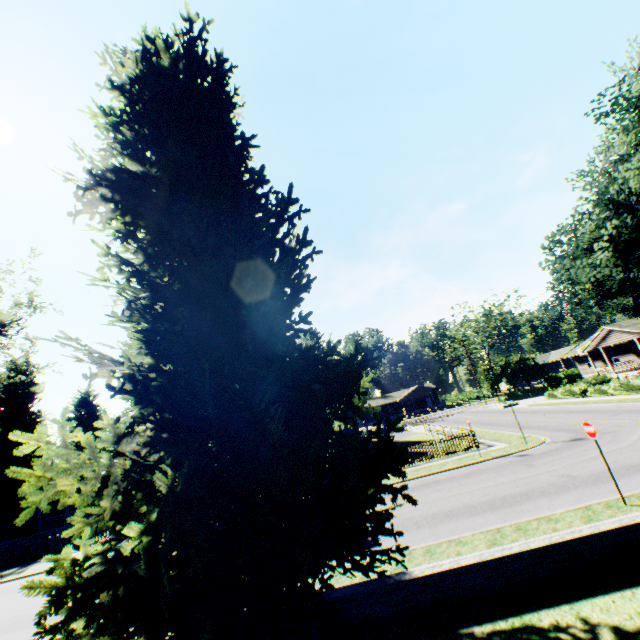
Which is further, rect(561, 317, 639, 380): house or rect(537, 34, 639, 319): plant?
rect(561, 317, 639, 380): house

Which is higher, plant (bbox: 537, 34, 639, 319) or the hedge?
plant (bbox: 537, 34, 639, 319)

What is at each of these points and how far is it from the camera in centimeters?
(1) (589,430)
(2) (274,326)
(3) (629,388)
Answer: (1) sign, 955cm
(2) plant, 615cm
(3) hedge, 2723cm

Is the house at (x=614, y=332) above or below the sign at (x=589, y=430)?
below

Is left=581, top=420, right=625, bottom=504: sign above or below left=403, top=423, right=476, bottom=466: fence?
above

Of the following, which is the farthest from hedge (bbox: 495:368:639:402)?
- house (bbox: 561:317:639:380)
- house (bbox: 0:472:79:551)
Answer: house (bbox: 0:472:79:551)

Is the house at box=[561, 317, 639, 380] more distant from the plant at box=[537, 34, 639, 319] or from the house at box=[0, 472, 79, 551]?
the house at box=[0, 472, 79, 551]

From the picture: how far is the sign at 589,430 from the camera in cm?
907
